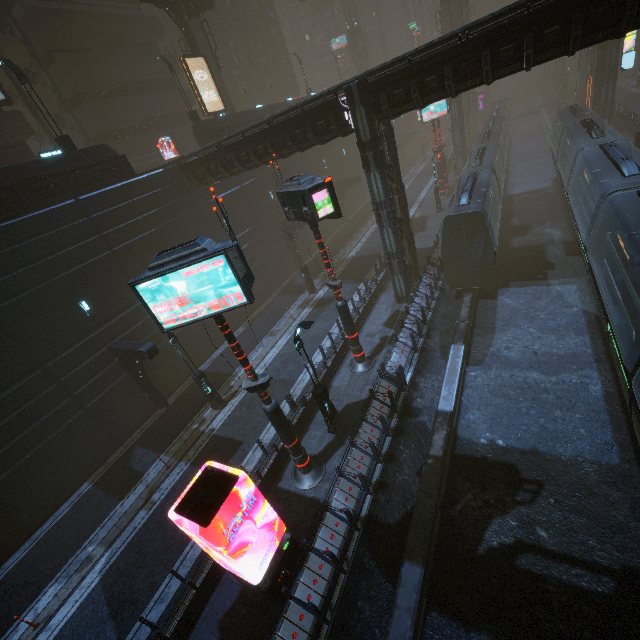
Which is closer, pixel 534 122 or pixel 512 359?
pixel 512 359

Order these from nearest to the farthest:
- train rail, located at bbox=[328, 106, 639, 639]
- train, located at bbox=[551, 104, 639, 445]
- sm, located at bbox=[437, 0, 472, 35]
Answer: train rail, located at bbox=[328, 106, 639, 639], train, located at bbox=[551, 104, 639, 445], sm, located at bbox=[437, 0, 472, 35]

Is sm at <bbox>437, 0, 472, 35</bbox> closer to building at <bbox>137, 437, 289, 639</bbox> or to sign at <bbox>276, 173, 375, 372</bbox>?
building at <bbox>137, 437, 289, 639</bbox>

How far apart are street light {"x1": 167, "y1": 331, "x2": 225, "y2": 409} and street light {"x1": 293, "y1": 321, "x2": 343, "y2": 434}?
6.6m

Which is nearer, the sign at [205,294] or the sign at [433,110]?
the sign at [205,294]

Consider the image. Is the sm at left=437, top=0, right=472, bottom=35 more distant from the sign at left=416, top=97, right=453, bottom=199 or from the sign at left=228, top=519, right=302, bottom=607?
the sign at left=228, top=519, right=302, bottom=607

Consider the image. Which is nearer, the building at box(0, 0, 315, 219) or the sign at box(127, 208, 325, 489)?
the sign at box(127, 208, 325, 489)

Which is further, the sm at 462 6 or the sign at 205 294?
the sm at 462 6
